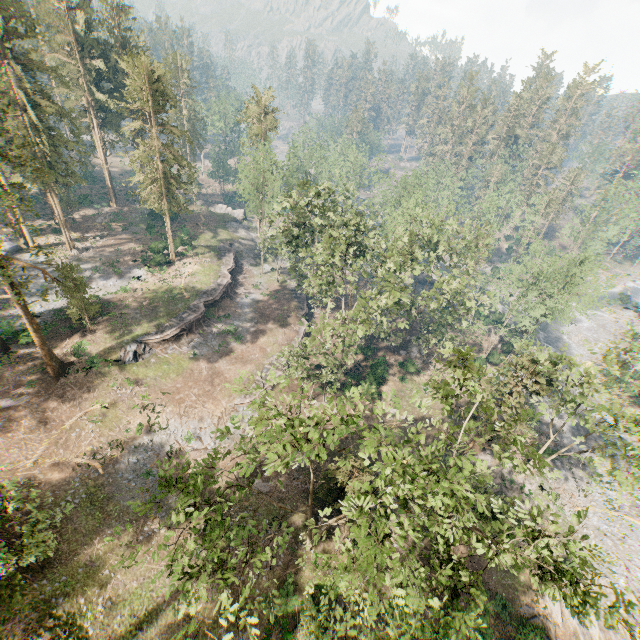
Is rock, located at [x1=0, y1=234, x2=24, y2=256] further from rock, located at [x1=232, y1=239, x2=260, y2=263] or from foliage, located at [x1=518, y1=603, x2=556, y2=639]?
rock, located at [x1=232, y1=239, x2=260, y2=263]

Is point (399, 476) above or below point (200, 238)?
above

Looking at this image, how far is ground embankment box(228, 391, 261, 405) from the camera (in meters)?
33.28

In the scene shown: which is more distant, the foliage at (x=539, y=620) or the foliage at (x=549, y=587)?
the foliage at (x=539, y=620)

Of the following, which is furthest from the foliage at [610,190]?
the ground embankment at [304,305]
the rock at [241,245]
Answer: the ground embankment at [304,305]

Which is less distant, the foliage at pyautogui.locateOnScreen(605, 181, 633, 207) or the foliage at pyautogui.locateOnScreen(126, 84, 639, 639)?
the foliage at pyautogui.locateOnScreen(126, 84, 639, 639)

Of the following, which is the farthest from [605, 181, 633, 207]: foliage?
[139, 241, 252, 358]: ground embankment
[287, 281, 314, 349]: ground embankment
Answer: [139, 241, 252, 358]: ground embankment

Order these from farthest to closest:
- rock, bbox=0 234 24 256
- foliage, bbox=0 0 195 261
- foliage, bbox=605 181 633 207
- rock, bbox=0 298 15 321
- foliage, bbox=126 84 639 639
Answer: foliage, bbox=605 181 633 207 → rock, bbox=0 234 24 256 → rock, bbox=0 298 15 321 → foliage, bbox=0 0 195 261 → foliage, bbox=126 84 639 639
